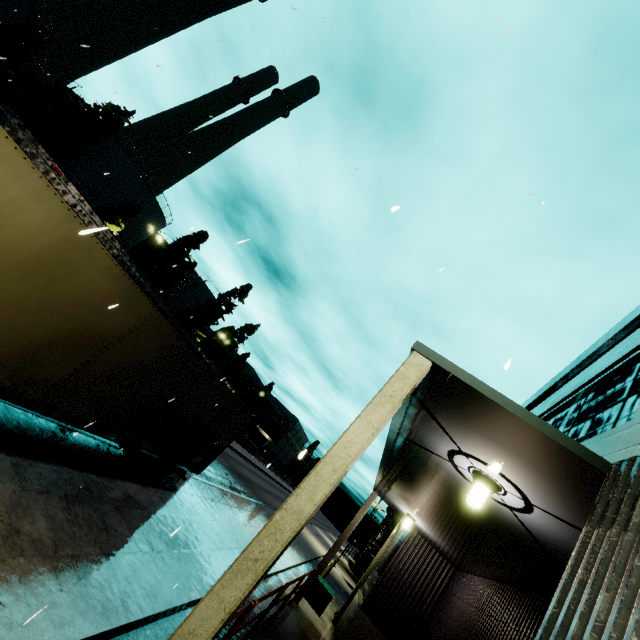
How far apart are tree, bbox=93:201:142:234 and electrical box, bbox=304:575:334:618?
34.7 meters

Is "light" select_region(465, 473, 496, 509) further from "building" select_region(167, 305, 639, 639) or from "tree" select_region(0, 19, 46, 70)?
"tree" select_region(0, 19, 46, 70)

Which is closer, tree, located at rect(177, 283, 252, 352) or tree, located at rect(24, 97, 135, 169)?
tree, located at rect(24, 97, 135, 169)

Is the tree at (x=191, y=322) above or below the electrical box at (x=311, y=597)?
above

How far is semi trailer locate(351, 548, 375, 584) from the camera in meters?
27.9 m

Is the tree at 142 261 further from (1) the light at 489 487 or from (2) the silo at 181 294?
(1) the light at 489 487

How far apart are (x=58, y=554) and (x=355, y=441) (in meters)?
5.16

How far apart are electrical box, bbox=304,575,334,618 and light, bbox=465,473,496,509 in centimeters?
1366cm
